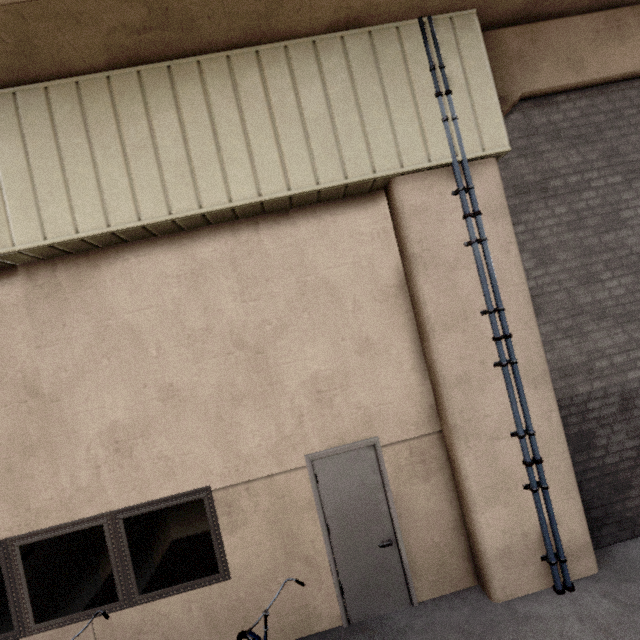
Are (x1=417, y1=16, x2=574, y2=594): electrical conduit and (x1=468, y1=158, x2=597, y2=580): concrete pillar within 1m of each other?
yes

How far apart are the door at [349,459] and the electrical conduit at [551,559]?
1.6 meters

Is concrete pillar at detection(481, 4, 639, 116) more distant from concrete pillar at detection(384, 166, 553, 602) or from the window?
the window

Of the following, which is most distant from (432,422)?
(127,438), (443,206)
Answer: (127,438)

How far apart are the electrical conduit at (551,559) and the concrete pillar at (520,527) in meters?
0.0 m

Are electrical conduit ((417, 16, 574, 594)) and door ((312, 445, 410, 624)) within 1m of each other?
no

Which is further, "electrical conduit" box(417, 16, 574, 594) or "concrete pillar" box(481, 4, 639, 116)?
"concrete pillar" box(481, 4, 639, 116)

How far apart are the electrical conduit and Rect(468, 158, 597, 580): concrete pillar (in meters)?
0.00
